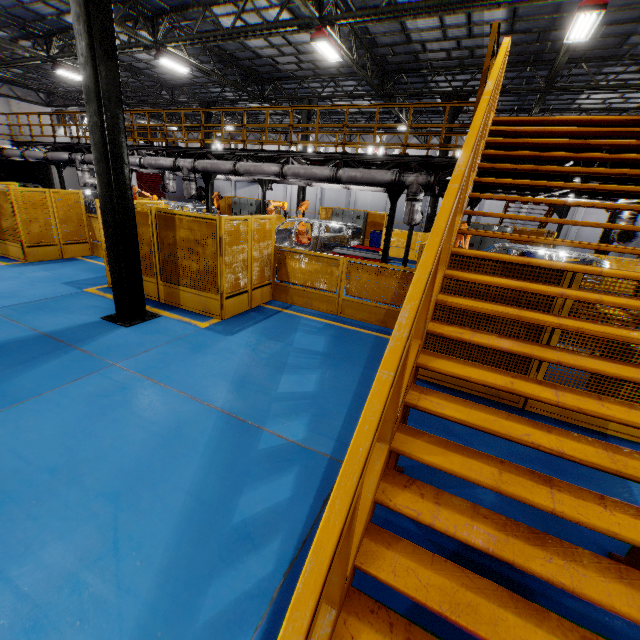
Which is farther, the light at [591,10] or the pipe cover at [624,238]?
the pipe cover at [624,238]

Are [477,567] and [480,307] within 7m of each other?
yes

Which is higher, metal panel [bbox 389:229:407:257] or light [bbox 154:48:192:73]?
light [bbox 154:48:192:73]

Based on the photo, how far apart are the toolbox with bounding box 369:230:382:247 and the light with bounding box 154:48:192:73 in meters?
11.6 m

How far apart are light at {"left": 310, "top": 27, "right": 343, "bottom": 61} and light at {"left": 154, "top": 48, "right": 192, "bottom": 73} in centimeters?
696cm

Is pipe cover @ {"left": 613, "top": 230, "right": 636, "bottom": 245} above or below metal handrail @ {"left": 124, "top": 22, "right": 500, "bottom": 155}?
below

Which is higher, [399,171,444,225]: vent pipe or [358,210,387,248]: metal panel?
[399,171,444,225]: vent pipe

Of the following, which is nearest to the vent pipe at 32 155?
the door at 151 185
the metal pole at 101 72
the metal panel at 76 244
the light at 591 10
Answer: the metal panel at 76 244
